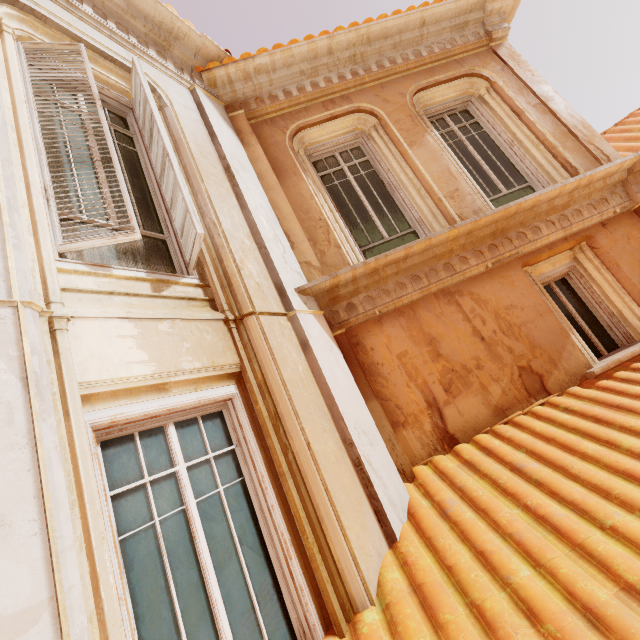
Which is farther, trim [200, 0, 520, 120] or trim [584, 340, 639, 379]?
trim [200, 0, 520, 120]

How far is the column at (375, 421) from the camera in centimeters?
304cm

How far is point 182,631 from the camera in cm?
186

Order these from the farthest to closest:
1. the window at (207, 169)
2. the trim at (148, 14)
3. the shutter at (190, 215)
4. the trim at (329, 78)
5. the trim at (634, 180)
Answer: the trim at (329, 78) → the trim at (634, 180) → the trim at (148, 14) → the shutter at (190, 215) → the window at (207, 169)

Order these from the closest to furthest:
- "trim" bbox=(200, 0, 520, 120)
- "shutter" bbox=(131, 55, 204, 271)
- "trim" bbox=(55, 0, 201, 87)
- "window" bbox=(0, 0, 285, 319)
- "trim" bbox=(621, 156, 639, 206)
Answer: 1. "window" bbox=(0, 0, 285, 319)
2. "shutter" bbox=(131, 55, 204, 271)
3. "trim" bbox=(55, 0, 201, 87)
4. "trim" bbox=(621, 156, 639, 206)
5. "trim" bbox=(200, 0, 520, 120)

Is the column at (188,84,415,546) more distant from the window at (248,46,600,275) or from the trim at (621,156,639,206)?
the trim at (621,156,639,206)

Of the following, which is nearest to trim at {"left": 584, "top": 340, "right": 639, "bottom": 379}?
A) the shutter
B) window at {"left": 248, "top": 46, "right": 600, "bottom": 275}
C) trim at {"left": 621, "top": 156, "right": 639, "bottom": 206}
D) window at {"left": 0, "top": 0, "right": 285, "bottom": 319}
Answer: trim at {"left": 621, "top": 156, "right": 639, "bottom": 206}

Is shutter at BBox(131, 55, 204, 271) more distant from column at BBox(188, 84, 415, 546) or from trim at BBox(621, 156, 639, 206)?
trim at BBox(621, 156, 639, 206)
